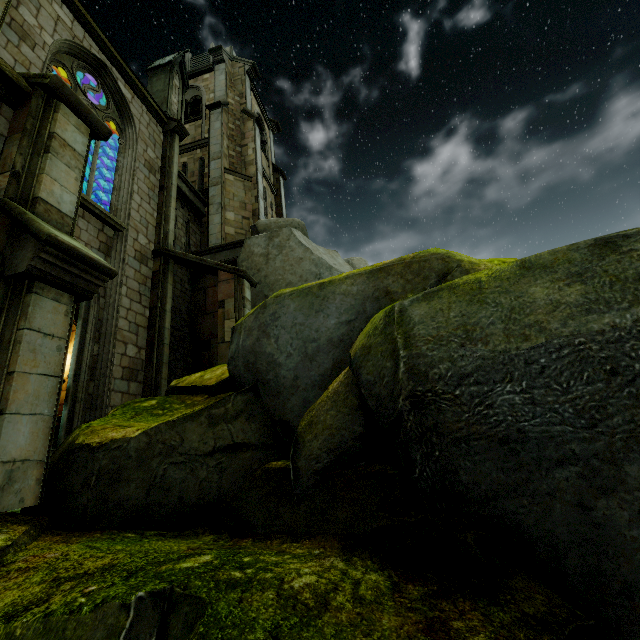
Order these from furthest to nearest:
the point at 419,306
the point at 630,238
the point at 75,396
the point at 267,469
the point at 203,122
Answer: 1. the point at 203,122
2. the point at 75,396
3. the point at 267,469
4. the point at 419,306
5. the point at 630,238

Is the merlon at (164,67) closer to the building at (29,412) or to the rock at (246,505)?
the building at (29,412)

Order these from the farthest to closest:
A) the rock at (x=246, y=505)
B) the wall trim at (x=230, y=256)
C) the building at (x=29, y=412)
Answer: the wall trim at (x=230, y=256)
the building at (x=29, y=412)
the rock at (x=246, y=505)

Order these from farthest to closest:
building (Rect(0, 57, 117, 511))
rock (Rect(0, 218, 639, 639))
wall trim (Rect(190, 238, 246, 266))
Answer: wall trim (Rect(190, 238, 246, 266)) < building (Rect(0, 57, 117, 511)) < rock (Rect(0, 218, 639, 639))

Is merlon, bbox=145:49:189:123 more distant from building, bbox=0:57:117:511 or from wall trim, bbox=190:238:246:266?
wall trim, bbox=190:238:246:266

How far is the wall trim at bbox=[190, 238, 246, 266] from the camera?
13.70m

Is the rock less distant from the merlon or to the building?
the building

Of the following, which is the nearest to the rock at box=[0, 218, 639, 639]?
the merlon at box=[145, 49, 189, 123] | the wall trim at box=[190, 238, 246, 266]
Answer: the wall trim at box=[190, 238, 246, 266]
